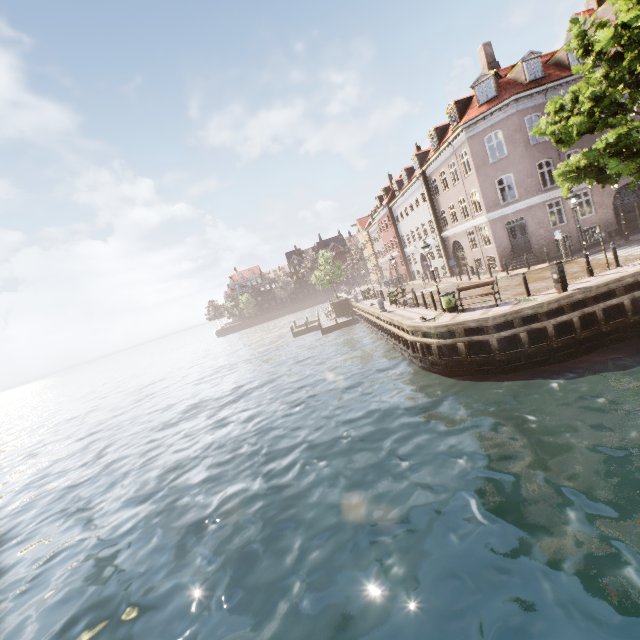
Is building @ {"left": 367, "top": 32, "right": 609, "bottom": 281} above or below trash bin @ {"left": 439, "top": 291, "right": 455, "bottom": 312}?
above

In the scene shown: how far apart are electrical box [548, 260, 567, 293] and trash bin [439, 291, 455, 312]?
3.97m

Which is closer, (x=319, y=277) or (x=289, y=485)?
(x=289, y=485)

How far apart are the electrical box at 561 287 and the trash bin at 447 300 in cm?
397

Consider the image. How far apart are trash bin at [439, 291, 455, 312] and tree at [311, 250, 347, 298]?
27.5m

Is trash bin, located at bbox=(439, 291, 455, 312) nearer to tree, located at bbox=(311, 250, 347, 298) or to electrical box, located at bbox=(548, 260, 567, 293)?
electrical box, located at bbox=(548, 260, 567, 293)

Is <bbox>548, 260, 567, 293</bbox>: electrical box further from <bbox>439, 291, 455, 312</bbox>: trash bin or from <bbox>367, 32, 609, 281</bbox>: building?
<bbox>367, 32, 609, 281</bbox>: building

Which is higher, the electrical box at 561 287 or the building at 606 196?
the building at 606 196
